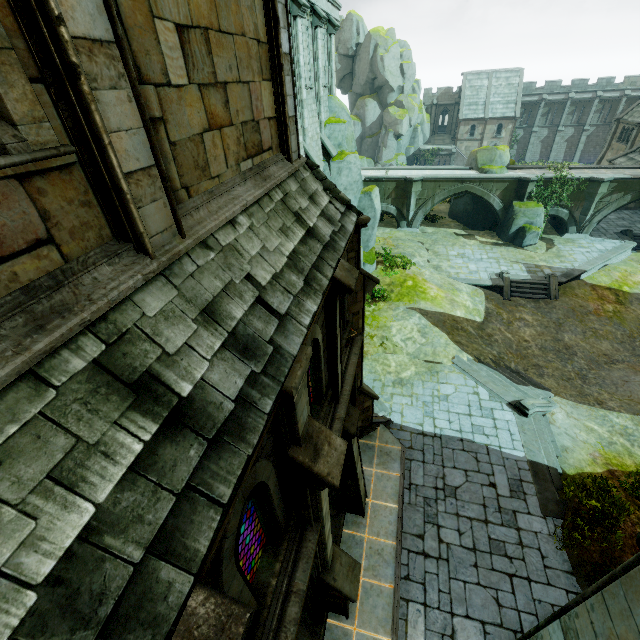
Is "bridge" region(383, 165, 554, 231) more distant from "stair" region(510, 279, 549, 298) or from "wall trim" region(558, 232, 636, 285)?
"stair" region(510, 279, 549, 298)

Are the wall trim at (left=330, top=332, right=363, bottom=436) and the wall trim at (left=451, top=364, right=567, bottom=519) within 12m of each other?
yes

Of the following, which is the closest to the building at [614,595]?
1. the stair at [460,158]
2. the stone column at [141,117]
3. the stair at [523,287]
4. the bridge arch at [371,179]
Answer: the stair at [460,158]

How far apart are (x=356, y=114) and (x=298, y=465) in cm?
6363

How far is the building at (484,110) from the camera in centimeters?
4944cm

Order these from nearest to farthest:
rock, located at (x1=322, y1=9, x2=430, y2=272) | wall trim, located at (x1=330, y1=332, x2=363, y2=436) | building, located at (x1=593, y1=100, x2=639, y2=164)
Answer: wall trim, located at (x1=330, y1=332, x2=363, y2=436), rock, located at (x1=322, y1=9, x2=430, y2=272), building, located at (x1=593, y1=100, x2=639, y2=164)

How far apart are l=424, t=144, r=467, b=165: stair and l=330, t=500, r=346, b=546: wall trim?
57.04m

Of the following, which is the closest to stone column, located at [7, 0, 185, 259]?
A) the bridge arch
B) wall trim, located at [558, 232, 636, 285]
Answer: wall trim, located at [558, 232, 636, 285]
